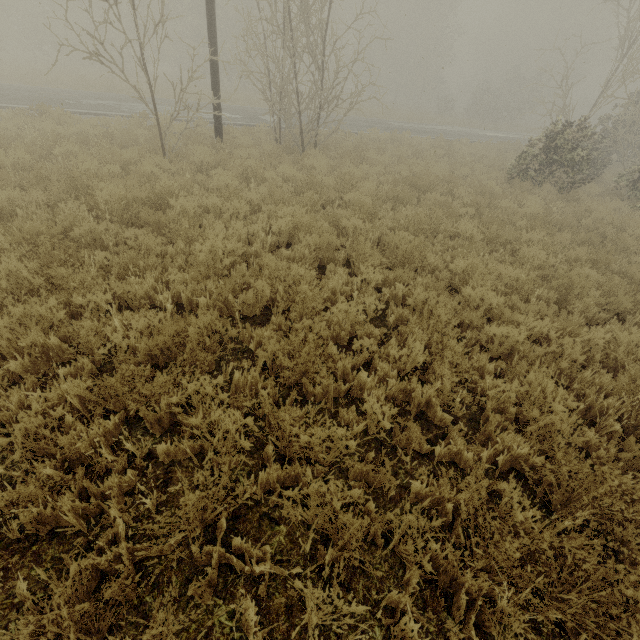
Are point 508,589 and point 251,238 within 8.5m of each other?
yes
